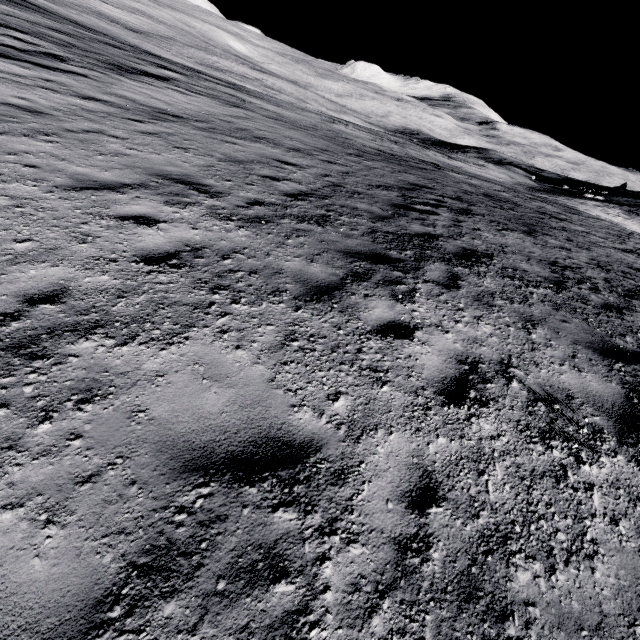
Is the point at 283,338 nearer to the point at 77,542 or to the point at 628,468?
the point at 77,542
